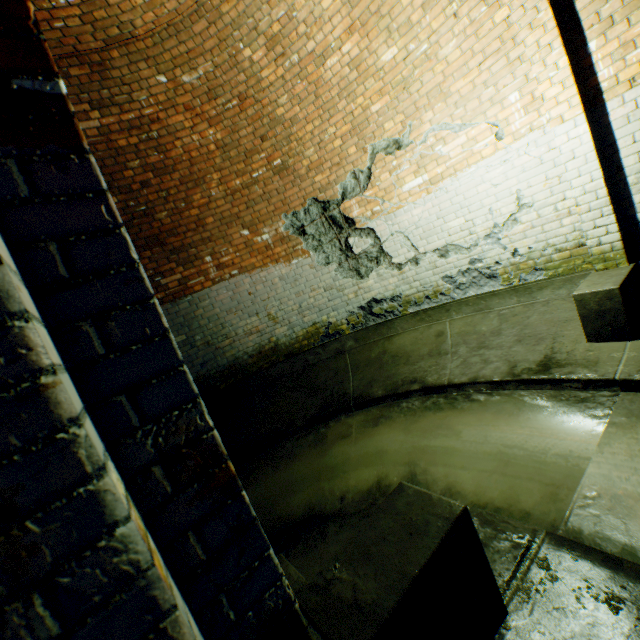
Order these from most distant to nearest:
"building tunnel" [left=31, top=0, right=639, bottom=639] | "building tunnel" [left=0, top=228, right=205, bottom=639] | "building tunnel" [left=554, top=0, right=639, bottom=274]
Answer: "building tunnel" [left=554, top=0, right=639, bottom=274] < "building tunnel" [left=31, top=0, right=639, bottom=639] < "building tunnel" [left=0, top=228, right=205, bottom=639]

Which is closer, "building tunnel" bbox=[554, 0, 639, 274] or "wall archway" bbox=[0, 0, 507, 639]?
"wall archway" bbox=[0, 0, 507, 639]

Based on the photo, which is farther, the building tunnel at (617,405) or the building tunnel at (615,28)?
the building tunnel at (615,28)

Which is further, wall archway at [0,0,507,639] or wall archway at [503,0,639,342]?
wall archway at [503,0,639,342]

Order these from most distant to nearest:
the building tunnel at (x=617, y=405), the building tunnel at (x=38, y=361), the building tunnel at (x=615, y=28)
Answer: the building tunnel at (x=615, y=28)
the building tunnel at (x=617, y=405)
the building tunnel at (x=38, y=361)

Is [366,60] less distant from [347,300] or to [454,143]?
[454,143]

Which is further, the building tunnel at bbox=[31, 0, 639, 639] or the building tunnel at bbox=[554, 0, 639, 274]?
the building tunnel at bbox=[554, 0, 639, 274]
